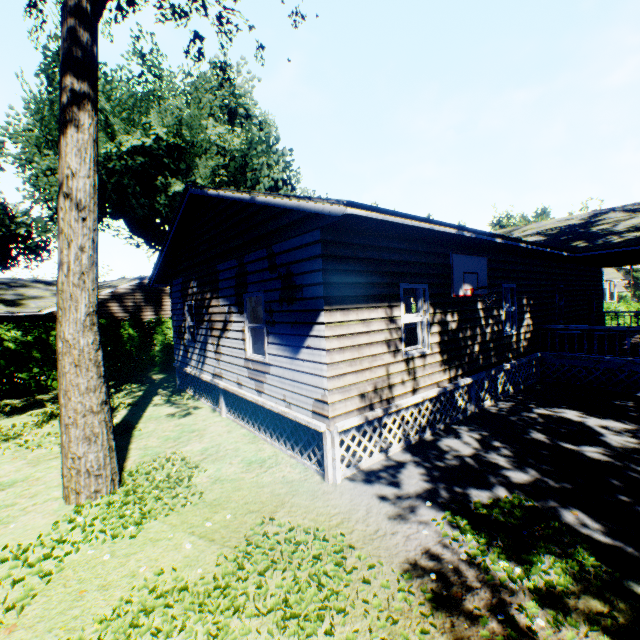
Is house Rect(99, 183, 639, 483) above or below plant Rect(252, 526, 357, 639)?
above

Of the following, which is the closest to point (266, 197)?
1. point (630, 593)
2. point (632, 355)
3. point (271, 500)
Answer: A: point (271, 500)

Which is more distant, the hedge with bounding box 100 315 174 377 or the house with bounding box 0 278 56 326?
the house with bounding box 0 278 56 326

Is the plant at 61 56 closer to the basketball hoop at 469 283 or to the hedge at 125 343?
the hedge at 125 343

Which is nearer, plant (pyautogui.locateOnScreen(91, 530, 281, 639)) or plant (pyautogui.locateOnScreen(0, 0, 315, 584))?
plant (pyautogui.locateOnScreen(91, 530, 281, 639))

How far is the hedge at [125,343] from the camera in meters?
15.4

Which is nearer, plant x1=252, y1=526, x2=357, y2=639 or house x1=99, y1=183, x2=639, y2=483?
plant x1=252, y1=526, x2=357, y2=639
